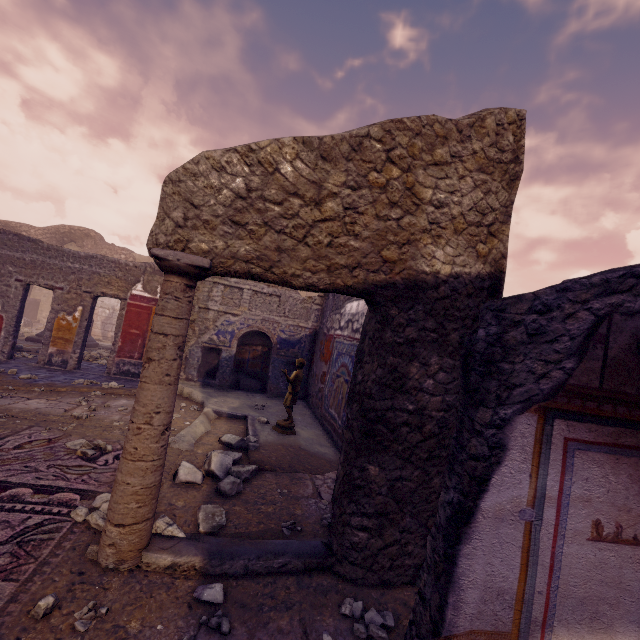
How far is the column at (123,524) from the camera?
2.1m

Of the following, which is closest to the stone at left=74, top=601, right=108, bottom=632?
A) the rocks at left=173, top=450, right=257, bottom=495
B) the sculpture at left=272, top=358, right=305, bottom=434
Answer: the rocks at left=173, top=450, right=257, bottom=495

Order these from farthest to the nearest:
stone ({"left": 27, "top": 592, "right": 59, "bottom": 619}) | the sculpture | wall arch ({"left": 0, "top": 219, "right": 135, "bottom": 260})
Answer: wall arch ({"left": 0, "top": 219, "right": 135, "bottom": 260}), the sculpture, stone ({"left": 27, "top": 592, "right": 59, "bottom": 619})

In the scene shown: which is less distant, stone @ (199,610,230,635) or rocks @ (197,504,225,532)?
stone @ (199,610,230,635)

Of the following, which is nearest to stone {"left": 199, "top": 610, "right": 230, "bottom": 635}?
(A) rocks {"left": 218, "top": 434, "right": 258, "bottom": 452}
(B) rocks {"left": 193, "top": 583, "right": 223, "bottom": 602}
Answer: (B) rocks {"left": 193, "top": 583, "right": 223, "bottom": 602}

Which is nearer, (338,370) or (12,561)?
(12,561)

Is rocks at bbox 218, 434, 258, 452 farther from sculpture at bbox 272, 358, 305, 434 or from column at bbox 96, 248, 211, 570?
column at bbox 96, 248, 211, 570

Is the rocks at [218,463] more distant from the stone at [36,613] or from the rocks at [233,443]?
the stone at [36,613]
